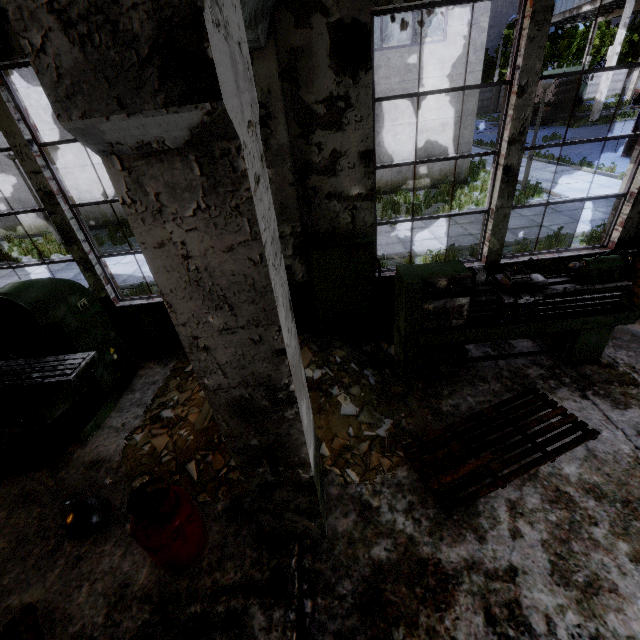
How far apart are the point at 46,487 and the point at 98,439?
0.7m

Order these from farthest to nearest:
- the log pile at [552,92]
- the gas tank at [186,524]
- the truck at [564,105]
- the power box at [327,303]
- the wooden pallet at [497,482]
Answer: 1. the truck at [564,105]
2. the log pile at [552,92]
3. the power box at [327,303]
4. the wooden pallet at [497,482]
5. the gas tank at [186,524]

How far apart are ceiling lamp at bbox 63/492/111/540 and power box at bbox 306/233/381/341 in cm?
344

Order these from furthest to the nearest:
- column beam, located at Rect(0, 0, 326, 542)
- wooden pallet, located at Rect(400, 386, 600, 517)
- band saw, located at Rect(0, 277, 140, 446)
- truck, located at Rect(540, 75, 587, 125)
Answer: truck, located at Rect(540, 75, 587, 125) → band saw, located at Rect(0, 277, 140, 446) → wooden pallet, located at Rect(400, 386, 600, 517) → column beam, located at Rect(0, 0, 326, 542)

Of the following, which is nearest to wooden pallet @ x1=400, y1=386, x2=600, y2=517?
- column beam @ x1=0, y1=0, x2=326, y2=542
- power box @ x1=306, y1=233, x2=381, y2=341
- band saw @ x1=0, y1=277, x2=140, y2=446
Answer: column beam @ x1=0, y1=0, x2=326, y2=542

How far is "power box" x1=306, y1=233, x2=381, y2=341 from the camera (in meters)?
4.55

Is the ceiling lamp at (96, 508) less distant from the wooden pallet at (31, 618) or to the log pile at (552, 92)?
the wooden pallet at (31, 618)

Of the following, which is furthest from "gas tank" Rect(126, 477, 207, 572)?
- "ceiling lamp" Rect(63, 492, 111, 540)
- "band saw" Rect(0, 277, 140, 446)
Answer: "band saw" Rect(0, 277, 140, 446)
